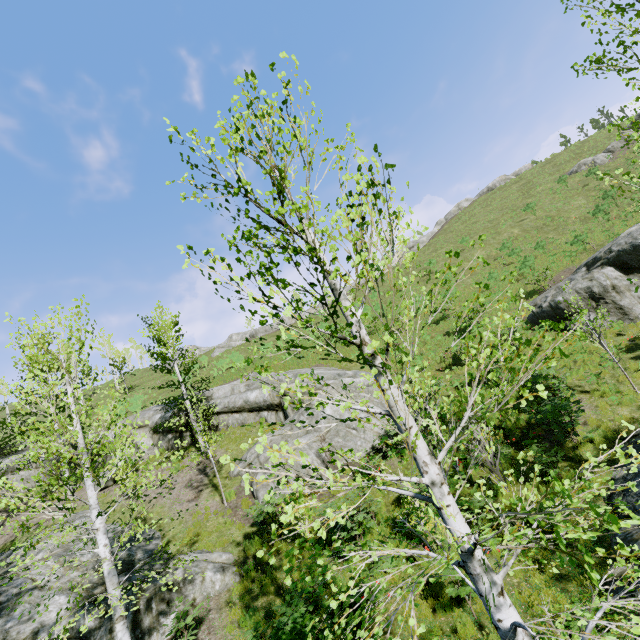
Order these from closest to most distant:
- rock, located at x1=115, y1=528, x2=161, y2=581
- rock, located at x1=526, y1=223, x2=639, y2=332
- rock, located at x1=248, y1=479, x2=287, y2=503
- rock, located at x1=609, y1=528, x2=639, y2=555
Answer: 1. rock, located at x1=609, y1=528, x2=639, y2=555
2. rock, located at x1=115, y1=528, x2=161, y2=581
3. rock, located at x1=248, y1=479, x2=287, y2=503
4. rock, located at x1=526, y1=223, x2=639, y2=332

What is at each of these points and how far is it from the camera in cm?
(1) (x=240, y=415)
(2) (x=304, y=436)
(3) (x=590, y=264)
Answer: (1) rock, 1992
(2) rock, 1482
(3) rock, 1886

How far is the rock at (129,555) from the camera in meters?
10.4 m

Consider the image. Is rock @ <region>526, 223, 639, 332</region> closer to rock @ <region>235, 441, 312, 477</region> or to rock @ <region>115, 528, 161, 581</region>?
rock @ <region>235, 441, 312, 477</region>

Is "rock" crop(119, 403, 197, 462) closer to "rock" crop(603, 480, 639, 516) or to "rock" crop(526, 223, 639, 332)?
"rock" crop(603, 480, 639, 516)

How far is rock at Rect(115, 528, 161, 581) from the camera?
10.36m

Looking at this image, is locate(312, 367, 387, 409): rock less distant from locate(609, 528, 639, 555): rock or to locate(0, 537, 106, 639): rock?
locate(0, 537, 106, 639): rock

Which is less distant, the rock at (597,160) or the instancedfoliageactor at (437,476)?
the instancedfoliageactor at (437,476)
